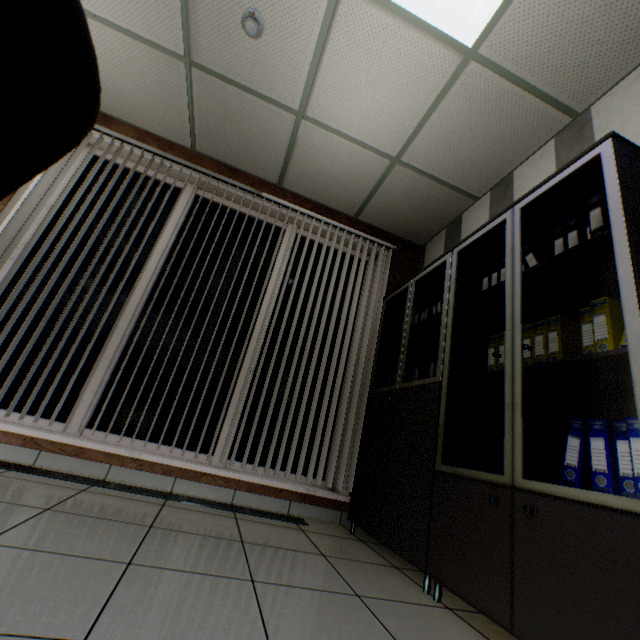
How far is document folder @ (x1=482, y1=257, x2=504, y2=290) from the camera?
2.2m

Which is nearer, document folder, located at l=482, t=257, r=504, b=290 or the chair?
the chair

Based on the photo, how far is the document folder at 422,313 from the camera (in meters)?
2.77

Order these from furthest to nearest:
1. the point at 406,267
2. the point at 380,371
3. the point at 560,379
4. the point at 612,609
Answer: the point at 406,267
the point at 380,371
the point at 560,379
the point at 612,609

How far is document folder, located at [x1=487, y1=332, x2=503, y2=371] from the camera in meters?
2.0 m

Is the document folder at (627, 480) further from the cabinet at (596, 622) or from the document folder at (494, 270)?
the document folder at (494, 270)

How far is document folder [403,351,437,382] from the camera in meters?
2.6 m

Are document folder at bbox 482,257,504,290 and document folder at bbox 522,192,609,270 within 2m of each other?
yes
